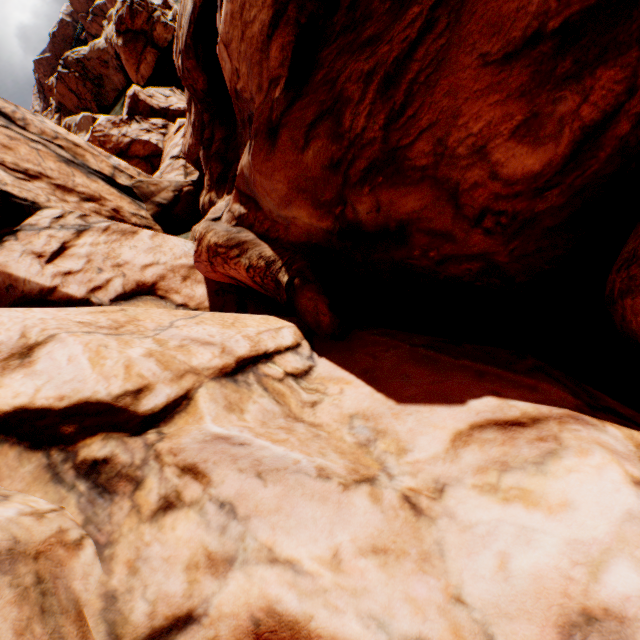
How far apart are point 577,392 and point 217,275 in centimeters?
1000cm
